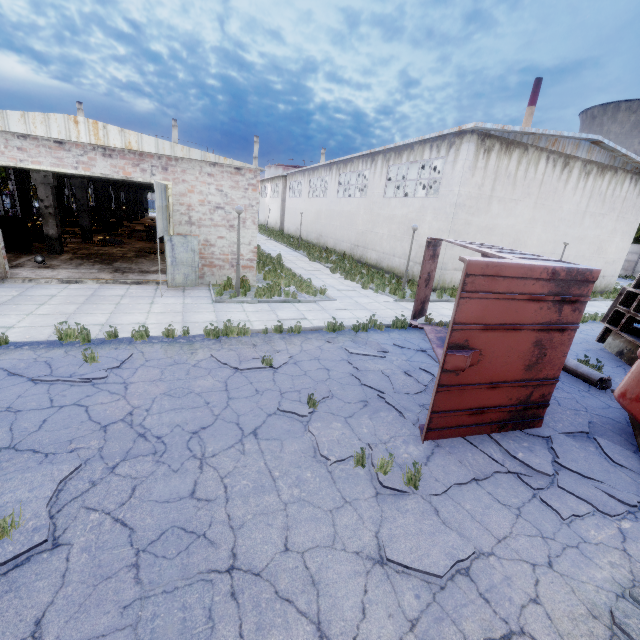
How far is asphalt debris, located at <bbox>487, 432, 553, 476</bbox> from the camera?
5.0m

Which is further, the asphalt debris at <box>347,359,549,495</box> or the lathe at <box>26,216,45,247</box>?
the lathe at <box>26,216,45,247</box>

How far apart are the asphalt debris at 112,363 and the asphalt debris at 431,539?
5.7m

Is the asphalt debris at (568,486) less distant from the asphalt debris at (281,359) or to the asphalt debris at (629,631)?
the asphalt debris at (629,631)

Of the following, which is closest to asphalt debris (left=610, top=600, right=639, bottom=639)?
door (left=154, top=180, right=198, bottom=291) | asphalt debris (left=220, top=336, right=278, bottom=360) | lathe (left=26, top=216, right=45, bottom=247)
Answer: asphalt debris (left=220, top=336, right=278, bottom=360)

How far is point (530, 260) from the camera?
5.8m

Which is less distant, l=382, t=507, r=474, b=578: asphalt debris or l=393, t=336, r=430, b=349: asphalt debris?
l=382, t=507, r=474, b=578: asphalt debris

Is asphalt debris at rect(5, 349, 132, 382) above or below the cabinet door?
below
